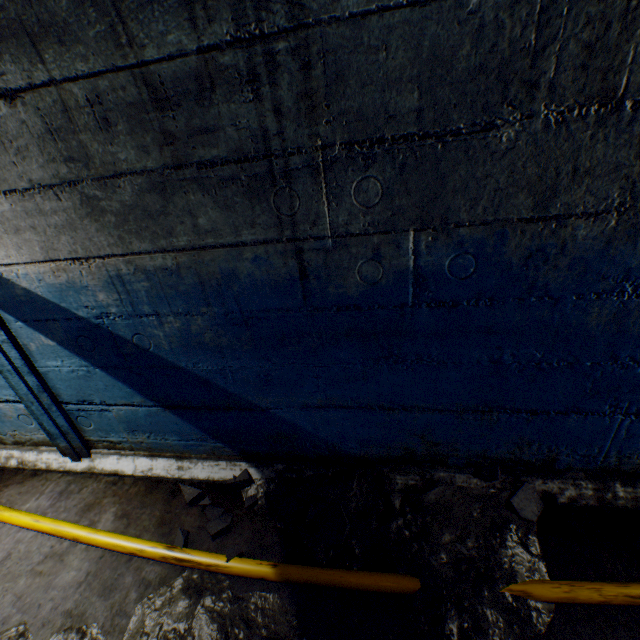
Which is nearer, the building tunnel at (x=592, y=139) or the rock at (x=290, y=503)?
the building tunnel at (x=592, y=139)

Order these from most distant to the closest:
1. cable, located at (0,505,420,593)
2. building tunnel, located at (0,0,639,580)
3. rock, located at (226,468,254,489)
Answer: rock, located at (226,468,254,489)
cable, located at (0,505,420,593)
building tunnel, located at (0,0,639,580)

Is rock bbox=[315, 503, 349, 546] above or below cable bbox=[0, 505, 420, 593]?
above

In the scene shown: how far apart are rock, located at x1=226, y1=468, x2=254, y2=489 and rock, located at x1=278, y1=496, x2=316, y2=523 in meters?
0.1 m

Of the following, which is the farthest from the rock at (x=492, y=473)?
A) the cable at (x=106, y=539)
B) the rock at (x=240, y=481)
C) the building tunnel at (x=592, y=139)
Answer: the rock at (x=240, y=481)

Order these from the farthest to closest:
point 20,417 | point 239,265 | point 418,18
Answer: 1. point 20,417
2. point 239,265
3. point 418,18

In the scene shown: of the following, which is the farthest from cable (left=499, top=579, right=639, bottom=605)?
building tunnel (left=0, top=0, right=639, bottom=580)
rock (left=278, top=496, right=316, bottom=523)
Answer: rock (left=278, top=496, right=316, bottom=523)

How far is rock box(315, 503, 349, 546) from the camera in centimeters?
174cm
